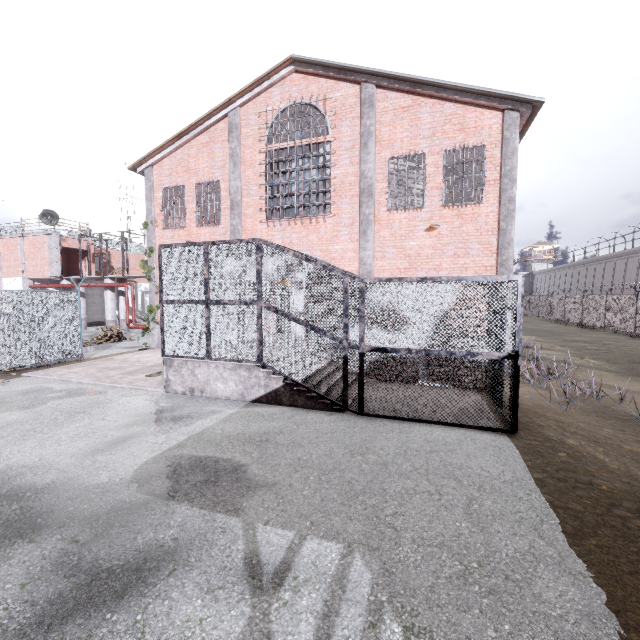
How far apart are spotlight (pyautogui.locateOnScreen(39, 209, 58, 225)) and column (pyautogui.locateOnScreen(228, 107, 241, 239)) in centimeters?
1638cm

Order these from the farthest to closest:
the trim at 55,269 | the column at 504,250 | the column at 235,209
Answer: the trim at 55,269
the column at 235,209
the column at 504,250

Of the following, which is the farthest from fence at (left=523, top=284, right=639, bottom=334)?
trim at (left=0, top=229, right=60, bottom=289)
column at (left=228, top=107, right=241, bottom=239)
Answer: column at (left=228, top=107, right=241, bottom=239)

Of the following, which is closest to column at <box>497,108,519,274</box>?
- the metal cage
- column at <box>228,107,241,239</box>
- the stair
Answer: the metal cage

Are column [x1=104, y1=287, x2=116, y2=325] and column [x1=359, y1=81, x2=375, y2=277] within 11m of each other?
no

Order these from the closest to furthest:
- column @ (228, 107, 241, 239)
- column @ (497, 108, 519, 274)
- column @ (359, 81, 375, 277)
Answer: column @ (497, 108, 519, 274) → column @ (359, 81, 375, 277) → column @ (228, 107, 241, 239)

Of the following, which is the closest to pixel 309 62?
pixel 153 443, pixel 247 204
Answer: pixel 247 204

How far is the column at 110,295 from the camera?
22.6m
